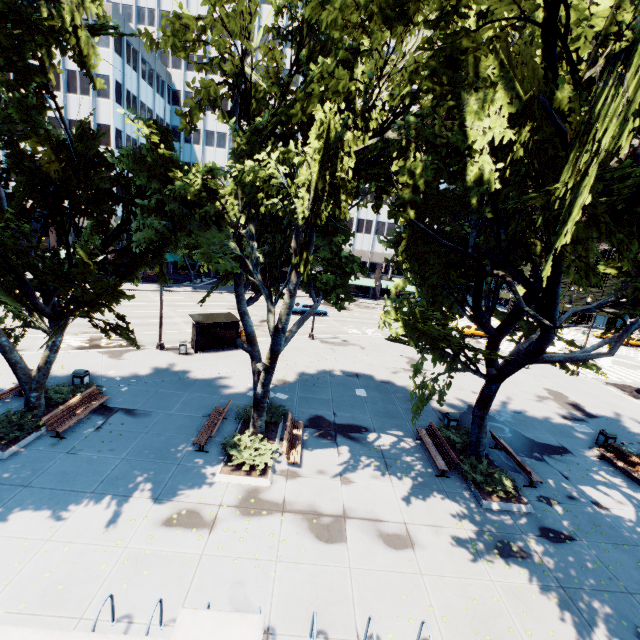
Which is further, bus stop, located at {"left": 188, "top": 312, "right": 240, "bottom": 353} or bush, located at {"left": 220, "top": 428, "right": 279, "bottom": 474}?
bus stop, located at {"left": 188, "top": 312, "right": 240, "bottom": 353}

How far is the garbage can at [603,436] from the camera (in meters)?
16.58

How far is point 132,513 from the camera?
9.5 meters

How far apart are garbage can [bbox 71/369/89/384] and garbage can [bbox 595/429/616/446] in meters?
26.6

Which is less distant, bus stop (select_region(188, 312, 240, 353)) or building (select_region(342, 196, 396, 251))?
bus stop (select_region(188, 312, 240, 353))

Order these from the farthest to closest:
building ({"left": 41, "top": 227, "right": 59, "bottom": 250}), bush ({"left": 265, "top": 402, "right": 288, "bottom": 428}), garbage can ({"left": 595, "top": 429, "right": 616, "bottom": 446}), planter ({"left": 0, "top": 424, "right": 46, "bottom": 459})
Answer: building ({"left": 41, "top": 227, "right": 59, "bottom": 250}) → garbage can ({"left": 595, "top": 429, "right": 616, "bottom": 446}) → bush ({"left": 265, "top": 402, "right": 288, "bottom": 428}) → planter ({"left": 0, "top": 424, "right": 46, "bottom": 459})

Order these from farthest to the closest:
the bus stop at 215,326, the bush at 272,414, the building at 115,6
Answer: the building at 115,6 < the bus stop at 215,326 < the bush at 272,414

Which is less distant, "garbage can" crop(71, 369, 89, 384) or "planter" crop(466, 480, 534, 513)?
"planter" crop(466, 480, 534, 513)
